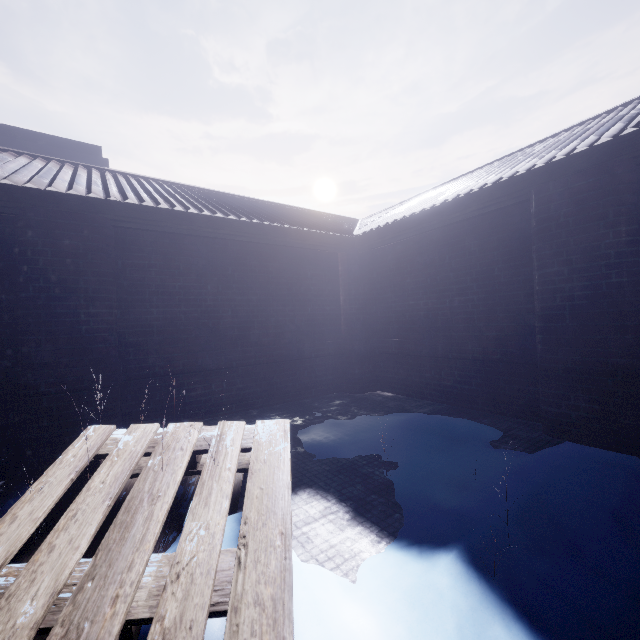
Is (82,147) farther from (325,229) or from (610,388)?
(610,388)
